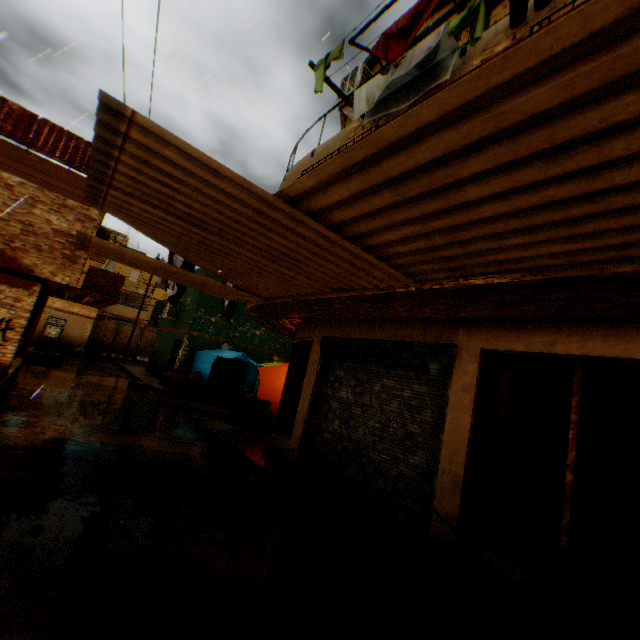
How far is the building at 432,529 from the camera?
4.2m

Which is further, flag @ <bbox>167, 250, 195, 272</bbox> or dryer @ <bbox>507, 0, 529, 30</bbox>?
flag @ <bbox>167, 250, 195, 272</bbox>

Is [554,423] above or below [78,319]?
below

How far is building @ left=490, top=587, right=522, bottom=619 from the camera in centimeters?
344cm

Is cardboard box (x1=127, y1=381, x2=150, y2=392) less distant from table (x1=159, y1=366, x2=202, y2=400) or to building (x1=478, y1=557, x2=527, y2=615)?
table (x1=159, y1=366, x2=202, y2=400)

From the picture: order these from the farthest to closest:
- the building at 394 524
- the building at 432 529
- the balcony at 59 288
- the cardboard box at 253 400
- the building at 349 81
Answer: the balcony at 59 288, the cardboard box at 253 400, the building at 349 81, the building at 394 524, the building at 432 529

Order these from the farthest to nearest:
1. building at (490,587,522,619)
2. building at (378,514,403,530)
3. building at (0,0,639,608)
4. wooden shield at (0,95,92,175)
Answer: wooden shield at (0,95,92,175)
building at (378,514,403,530)
building at (490,587,522,619)
building at (0,0,639,608)

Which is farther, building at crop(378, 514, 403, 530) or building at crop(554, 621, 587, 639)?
building at crop(378, 514, 403, 530)
